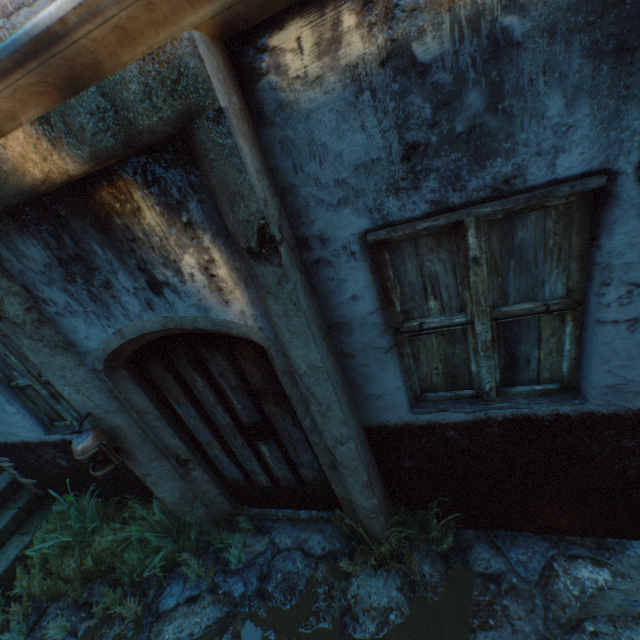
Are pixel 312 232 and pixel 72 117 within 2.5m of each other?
yes

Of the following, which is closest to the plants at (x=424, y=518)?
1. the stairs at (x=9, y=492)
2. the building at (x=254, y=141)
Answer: the building at (x=254, y=141)

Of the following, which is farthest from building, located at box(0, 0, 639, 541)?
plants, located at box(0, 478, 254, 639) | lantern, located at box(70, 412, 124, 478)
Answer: lantern, located at box(70, 412, 124, 478)

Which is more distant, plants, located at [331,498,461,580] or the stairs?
the stairs

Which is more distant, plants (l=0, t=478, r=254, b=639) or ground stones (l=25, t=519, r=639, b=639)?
plants (l=0, t=478, r=254, b=639)

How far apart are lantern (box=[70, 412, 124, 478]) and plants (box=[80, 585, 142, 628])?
1.0m

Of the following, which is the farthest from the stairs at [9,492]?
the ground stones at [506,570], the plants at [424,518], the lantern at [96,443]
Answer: the plants at [424,518]

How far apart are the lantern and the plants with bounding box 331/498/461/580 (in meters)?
1.92
